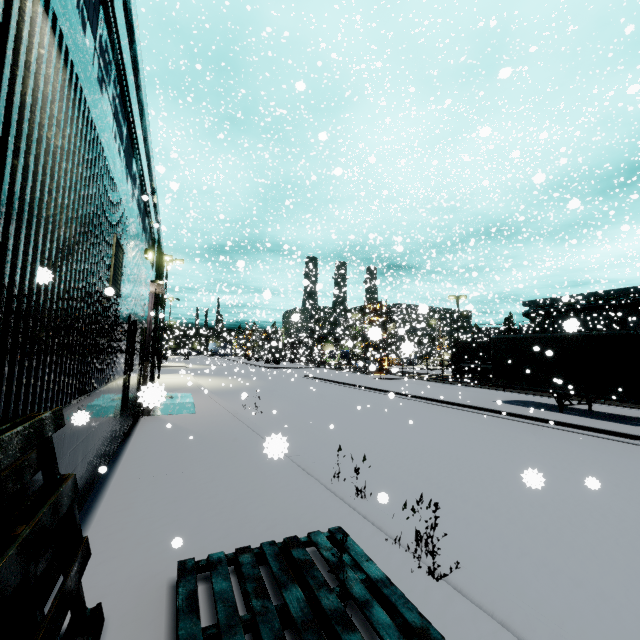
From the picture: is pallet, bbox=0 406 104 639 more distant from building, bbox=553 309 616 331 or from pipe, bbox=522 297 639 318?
pipe, bbox=522 297 639 318

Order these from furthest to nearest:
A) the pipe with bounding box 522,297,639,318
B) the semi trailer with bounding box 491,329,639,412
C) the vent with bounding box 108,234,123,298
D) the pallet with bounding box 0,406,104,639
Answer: the pipe with bounding box 522,297,639,318
the semi trailer with bounding box 491,329,639,412
the vent with bounding box 108,234,123,298
the pallet with bounding box 0,406,104,639

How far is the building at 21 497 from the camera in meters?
2.6

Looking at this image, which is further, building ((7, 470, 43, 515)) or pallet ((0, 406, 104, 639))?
building ((7, 470, 43, 515))

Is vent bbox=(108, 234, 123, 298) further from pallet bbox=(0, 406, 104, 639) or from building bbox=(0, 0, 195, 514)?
pallet bbox=(0, 406, 104, 639)

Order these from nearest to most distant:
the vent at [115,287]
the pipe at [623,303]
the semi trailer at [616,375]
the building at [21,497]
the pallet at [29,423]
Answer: the pallet at [29,423] < the building at [21,497] < the vent at [115,287] < the semi trailer at [616,375] < the pipe at [623,303]

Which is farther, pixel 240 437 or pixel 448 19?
pixel 448 19

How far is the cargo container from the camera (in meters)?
31.84
